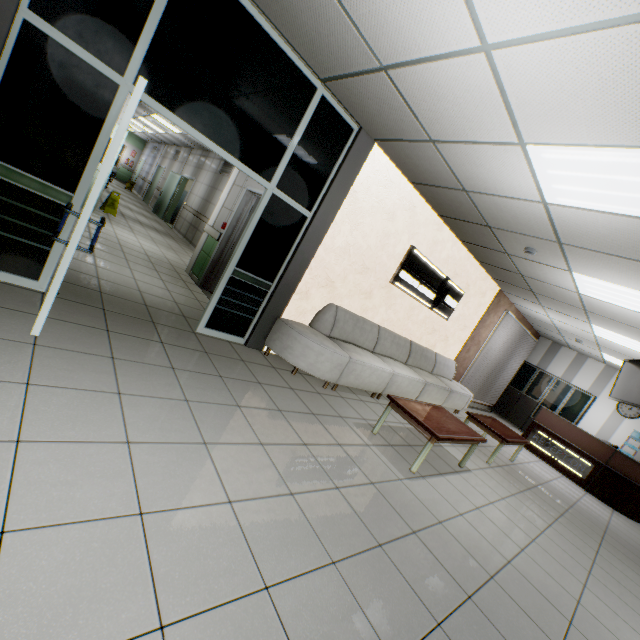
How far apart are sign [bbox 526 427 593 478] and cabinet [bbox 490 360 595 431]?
2.81m

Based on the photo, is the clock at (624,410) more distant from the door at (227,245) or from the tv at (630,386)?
the door at (227,245)

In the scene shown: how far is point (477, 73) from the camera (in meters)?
2.39

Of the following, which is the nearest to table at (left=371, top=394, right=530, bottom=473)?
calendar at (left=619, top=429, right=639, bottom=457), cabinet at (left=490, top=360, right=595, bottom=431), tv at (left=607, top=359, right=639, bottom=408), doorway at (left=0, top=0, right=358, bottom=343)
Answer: doorway at (left=0, top=0, right=358, bottom=343)

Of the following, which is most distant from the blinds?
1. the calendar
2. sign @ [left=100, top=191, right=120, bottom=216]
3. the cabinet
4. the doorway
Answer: sign @ [left=100, top=191, right=120, bottom=216]

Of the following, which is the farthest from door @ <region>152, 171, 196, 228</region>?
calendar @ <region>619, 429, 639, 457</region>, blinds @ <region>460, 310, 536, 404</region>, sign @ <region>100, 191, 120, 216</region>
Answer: calendar @ <region>619, 429, 639, 457</region>

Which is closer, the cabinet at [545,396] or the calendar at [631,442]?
the calendar at [631,442]

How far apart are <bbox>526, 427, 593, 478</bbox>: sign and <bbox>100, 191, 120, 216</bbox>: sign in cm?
1251
